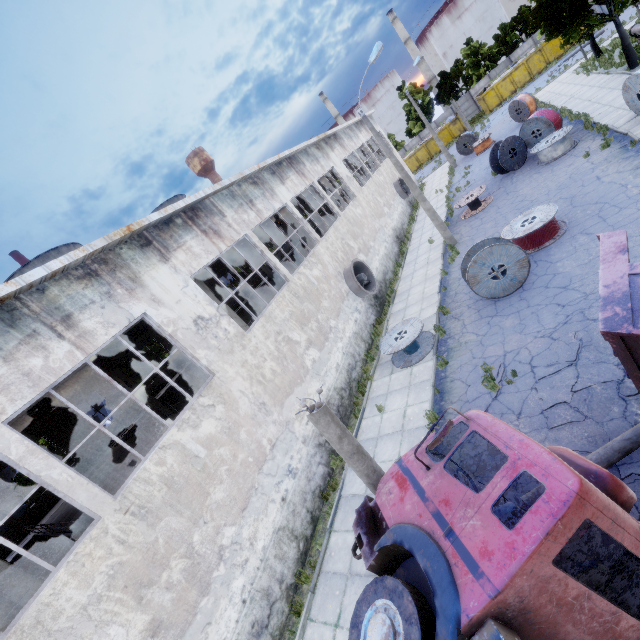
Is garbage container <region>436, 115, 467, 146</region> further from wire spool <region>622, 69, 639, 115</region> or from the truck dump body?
the truck dump body

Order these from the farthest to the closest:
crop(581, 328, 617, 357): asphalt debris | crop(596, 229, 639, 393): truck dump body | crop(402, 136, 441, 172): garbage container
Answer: crop(402, 136, 441, 172): garbage container
crop(581, 328, 617, 357): asphalt debris
crop(596, 229, 639, 393): truck dump body

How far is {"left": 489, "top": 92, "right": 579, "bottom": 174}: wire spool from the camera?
17.53m

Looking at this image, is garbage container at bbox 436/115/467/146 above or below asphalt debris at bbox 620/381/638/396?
above

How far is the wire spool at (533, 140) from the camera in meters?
17.5

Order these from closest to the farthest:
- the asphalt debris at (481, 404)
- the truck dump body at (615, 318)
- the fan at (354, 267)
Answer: the truck dump body at (615, 318) → the asphalt debris at (481, 404) → the fan at (354, 267)

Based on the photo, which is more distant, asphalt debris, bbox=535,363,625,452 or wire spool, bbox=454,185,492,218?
wire spool, bbox=454,185,492,218

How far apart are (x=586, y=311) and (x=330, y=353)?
8.6m
